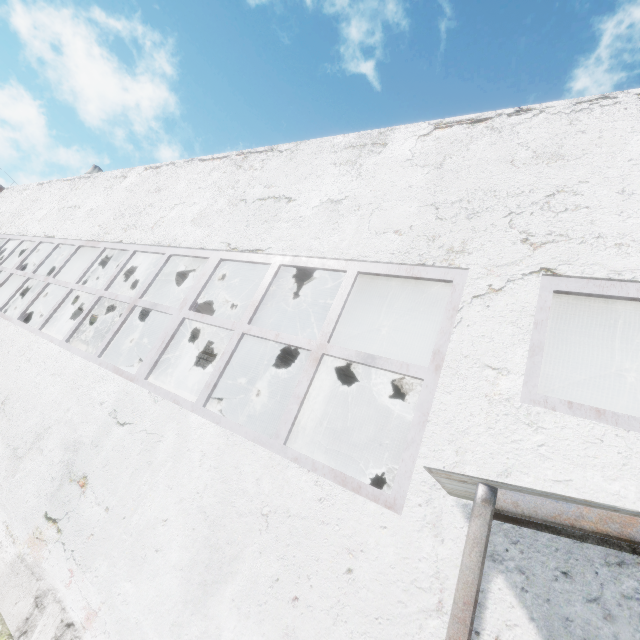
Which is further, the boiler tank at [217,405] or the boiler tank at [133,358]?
the boiler tank at [217,405]

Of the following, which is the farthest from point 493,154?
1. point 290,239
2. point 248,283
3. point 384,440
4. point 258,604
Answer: point 384,440

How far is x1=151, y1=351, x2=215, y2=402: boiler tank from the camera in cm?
1482

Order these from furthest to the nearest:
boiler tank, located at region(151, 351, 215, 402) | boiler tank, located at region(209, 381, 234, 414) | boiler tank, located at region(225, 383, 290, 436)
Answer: boiler tank, located at region(209, 381, 234, 414) → boiler tank, located at region(151, 351, 215, 402) → boiler tank, located at region(225, 383, 290, 436)

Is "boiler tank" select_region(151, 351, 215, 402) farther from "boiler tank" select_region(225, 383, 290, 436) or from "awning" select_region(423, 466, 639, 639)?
"awning" select_region(423, 466, 639, 639)

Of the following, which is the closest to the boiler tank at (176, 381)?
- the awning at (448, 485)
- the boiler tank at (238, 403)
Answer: the boiler tank at (238, 403)

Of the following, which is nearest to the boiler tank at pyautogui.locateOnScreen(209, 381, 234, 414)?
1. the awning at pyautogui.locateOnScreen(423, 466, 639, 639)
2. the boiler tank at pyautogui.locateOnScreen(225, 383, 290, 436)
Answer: the boiler tank at pyautogui.locateOnScreen(225, 383, 290, 436)
